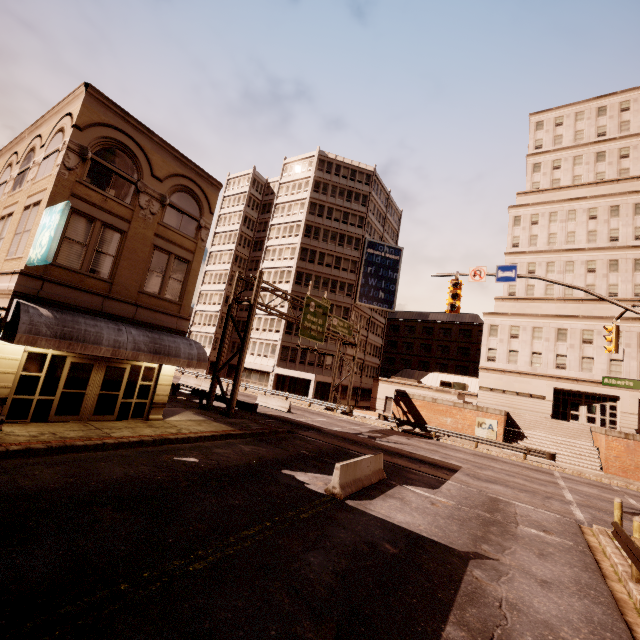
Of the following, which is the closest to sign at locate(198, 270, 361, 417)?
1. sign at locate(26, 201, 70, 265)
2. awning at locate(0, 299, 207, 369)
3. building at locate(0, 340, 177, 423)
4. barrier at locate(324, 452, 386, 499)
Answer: awning at locate(0, 299, 207, 369)

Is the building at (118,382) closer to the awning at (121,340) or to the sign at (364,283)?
the awning at (121,340)

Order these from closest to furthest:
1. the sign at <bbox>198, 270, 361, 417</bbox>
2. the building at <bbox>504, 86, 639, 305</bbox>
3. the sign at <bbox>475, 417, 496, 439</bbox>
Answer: the sign at <bbox>198, 270, 361, 417</bbox>
the sign at <bbox>475, 417, 496, 439</bbox>
the building at <bbox>504, 86, 639, 305</bbox>

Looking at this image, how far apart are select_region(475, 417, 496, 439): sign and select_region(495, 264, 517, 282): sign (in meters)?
20.57

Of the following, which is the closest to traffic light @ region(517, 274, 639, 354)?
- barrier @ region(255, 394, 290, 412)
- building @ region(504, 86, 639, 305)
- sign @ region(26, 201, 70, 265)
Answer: sign @ region(26, 201, 70, 265)

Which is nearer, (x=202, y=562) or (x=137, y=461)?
(x=202, y=562)

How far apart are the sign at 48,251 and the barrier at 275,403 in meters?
21.6 m

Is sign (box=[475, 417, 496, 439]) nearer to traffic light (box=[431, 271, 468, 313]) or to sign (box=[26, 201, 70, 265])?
traffic light (box=[431, 271, 468, 313])
